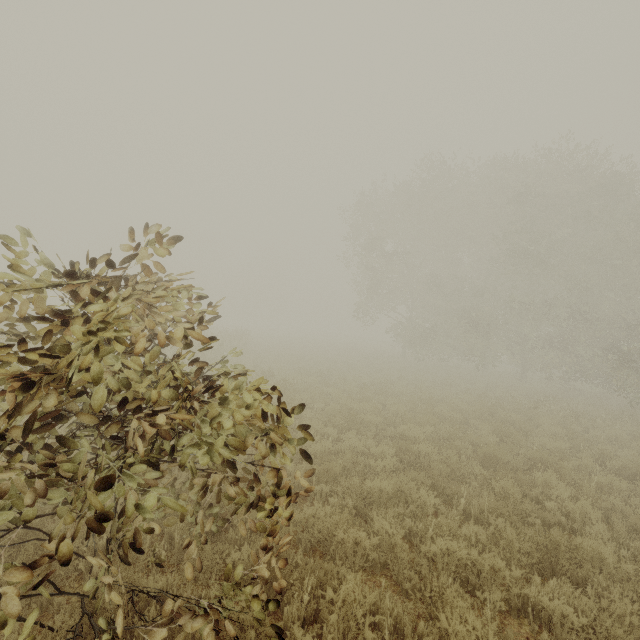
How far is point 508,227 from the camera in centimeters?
2141cm
